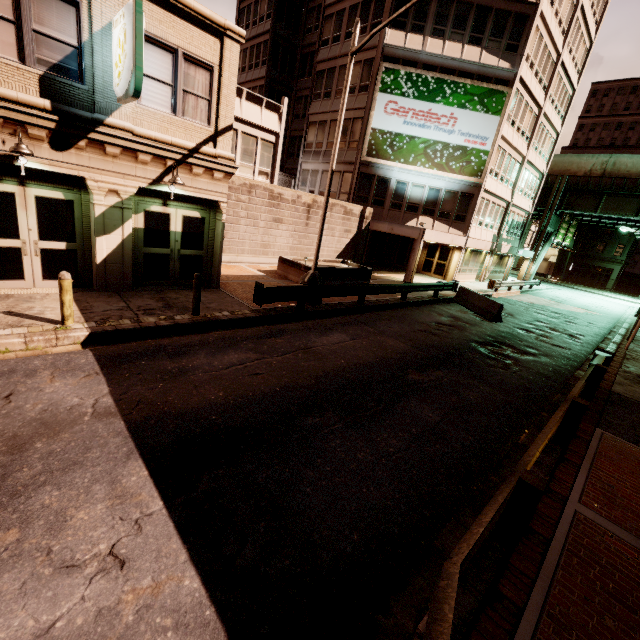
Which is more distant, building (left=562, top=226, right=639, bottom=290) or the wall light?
building (left=562, top=226, right=639, bottom=290)

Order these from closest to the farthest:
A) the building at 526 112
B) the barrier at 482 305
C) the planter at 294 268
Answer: the planter at 294 268 → the barrier at 482 305 → the building at 526 112

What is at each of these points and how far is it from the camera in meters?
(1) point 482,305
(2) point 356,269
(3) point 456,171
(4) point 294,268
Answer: (1) barrier, 17.4
(2) planter, 17.8
(3) sign, 23.9
(4) planter, 16.1

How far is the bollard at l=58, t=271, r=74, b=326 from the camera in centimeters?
701cm

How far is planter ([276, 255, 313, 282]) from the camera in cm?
1571

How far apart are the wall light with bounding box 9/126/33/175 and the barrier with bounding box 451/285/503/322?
18.1m

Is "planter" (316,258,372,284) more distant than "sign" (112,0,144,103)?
Yes

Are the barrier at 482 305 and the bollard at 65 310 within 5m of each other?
no
